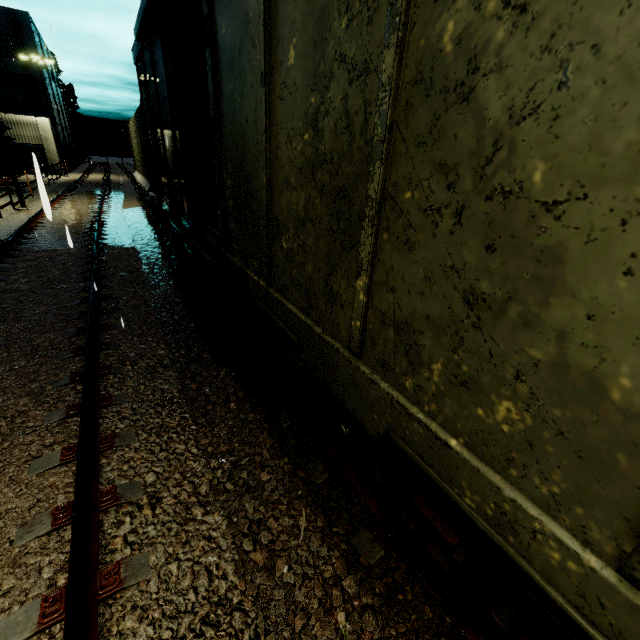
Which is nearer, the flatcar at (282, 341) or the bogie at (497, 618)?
the bogie at (497, 618)

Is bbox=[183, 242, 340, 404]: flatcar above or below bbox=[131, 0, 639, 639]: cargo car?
below

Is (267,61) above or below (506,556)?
above

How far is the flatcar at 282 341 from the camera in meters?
3.0

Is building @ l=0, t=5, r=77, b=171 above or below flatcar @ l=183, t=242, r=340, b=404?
above

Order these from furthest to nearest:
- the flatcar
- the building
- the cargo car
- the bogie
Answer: the building, the flatcar, the bogie, the cargo car

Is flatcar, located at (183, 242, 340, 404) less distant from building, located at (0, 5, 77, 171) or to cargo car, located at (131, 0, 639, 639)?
cargo car, located at (131, 0, 639, 639)

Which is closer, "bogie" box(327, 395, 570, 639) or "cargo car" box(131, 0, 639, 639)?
"cargo car" box(131, 0, 639, 639)
